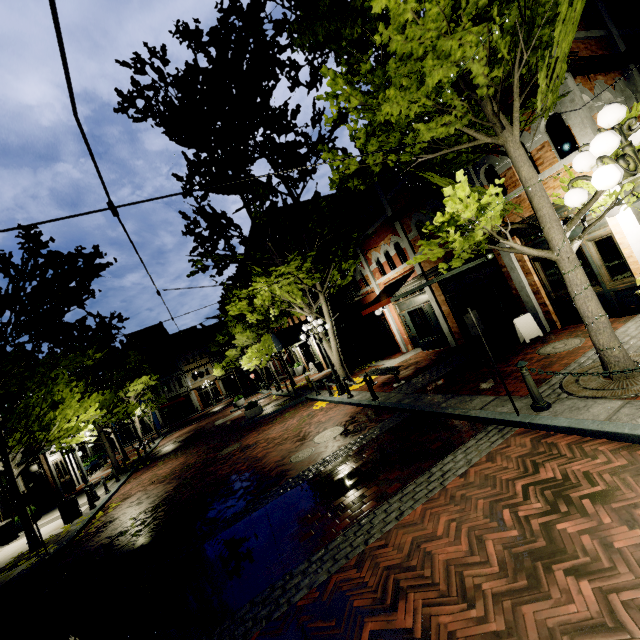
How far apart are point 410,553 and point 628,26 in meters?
14.7

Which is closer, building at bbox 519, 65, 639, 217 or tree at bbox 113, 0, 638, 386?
tree at bbox 113, 0, 638, 386

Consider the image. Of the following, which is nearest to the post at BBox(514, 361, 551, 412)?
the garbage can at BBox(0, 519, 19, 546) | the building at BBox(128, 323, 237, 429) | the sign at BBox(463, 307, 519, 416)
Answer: the sign at BBox(463, 307, 519, 416)

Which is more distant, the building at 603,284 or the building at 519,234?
the building at 519,234

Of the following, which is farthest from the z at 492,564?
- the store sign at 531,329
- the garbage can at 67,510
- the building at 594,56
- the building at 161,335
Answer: the building at 161,335

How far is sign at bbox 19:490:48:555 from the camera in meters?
9.6 m

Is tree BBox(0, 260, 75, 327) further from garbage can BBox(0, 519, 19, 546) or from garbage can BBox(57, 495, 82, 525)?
garbage can BBox(0, 519, 19, 546)

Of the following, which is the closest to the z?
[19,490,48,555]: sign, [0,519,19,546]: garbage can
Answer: [19,490,48,555]: sign
